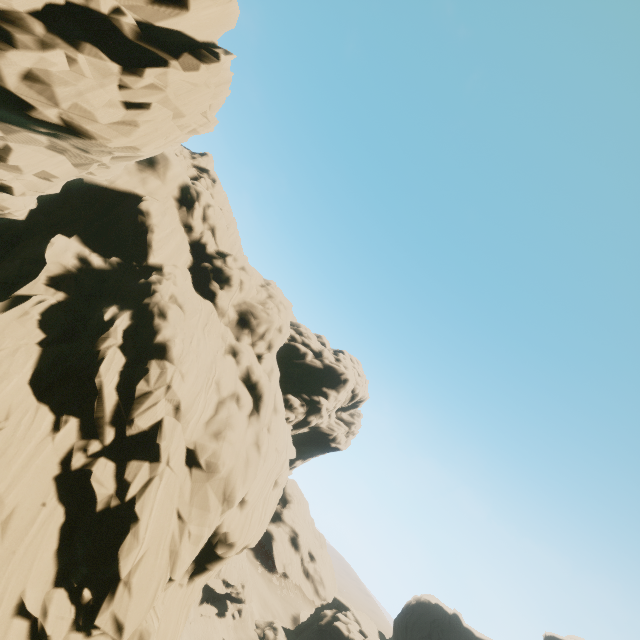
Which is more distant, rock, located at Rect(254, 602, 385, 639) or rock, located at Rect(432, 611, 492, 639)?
rock, located at Rect(432, 611, 492, 639)

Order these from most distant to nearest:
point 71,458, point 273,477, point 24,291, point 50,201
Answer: point 273,477
point 50,201
point 24,291
point 71,458

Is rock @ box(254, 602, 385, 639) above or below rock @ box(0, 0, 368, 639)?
below

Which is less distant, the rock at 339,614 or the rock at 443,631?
the rock at 339,614

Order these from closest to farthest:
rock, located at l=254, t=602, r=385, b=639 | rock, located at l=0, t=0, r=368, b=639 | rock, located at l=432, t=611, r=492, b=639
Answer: rock, located at l=0, t=0, r=368, b=639, rock, located at l=254, t=602, r=385, b=639, rock, located at l=432, t=611, r=492, b=639

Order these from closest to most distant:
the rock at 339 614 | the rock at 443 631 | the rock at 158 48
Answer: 1. the rock at 158 48
2. the rock at 339 614
3. the rock at 443 631
